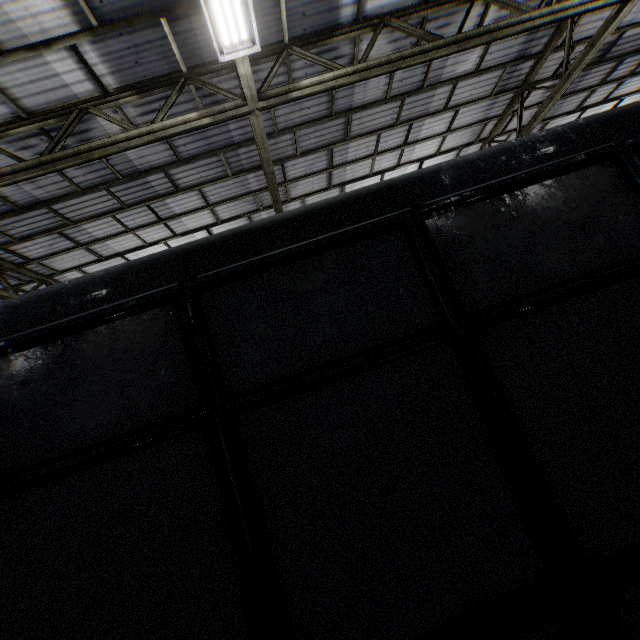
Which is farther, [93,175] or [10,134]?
[93,175]
